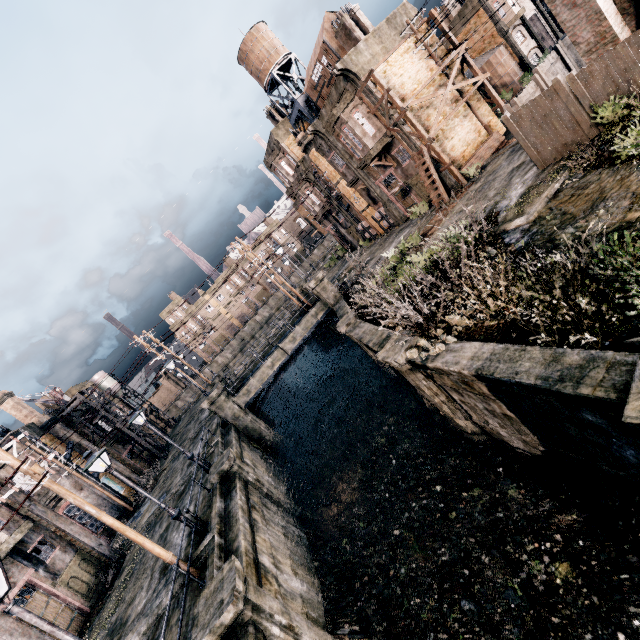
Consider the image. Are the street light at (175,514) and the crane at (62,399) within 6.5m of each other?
no

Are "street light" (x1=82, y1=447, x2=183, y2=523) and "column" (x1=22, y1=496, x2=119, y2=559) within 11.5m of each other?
no

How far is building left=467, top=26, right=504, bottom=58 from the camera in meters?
33.8 m

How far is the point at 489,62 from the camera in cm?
3325

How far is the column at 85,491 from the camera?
27.8m

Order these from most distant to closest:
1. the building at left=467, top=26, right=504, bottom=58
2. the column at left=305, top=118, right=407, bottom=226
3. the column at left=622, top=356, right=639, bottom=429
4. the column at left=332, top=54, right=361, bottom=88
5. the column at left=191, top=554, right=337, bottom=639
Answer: the building at left=467, top=26, right=504, bottom=58 < the column at left=305, top=118, right=407, bottom=226 < the column at left=332, top=54, right=361, bottom=88 < the column at left=191, top=554, right=337, bottom=639 < the column at left=622, top=356, right=639, bottom=429

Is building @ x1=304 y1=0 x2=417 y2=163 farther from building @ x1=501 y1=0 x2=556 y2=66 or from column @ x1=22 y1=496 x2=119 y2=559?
column @ x1=22 y1=496 x2=119 y2=559

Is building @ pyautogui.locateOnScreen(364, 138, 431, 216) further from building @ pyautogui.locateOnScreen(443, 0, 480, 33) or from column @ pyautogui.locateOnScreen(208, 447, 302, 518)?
column @ pyautogui.locateOnScreen(208, 447, 302, 518)
